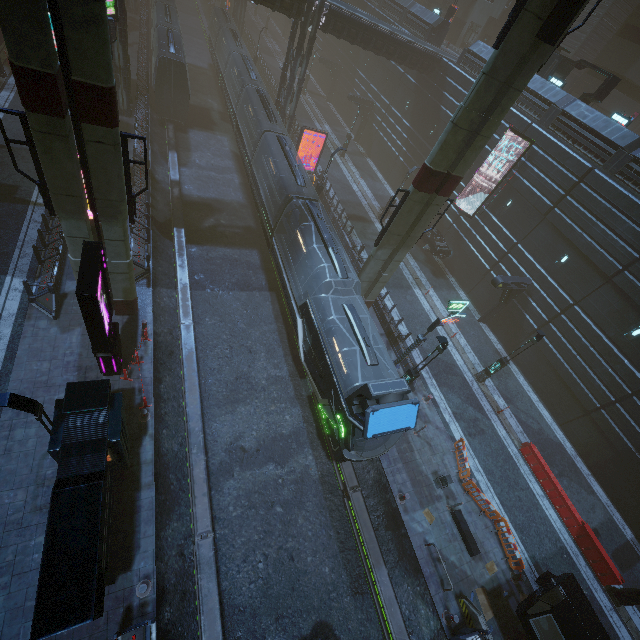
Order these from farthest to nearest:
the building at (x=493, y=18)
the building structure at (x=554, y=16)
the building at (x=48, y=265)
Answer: the building at (x=493, y=18) → the building at (x=48, y=265) → the building structure at (x=554, y=16)

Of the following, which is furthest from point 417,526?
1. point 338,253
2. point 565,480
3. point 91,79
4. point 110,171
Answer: point 91,79

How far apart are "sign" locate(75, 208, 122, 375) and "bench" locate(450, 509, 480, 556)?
16.5m

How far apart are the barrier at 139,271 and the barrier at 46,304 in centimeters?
292cm

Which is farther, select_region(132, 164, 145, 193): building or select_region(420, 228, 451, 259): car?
select_region(420, 228, 451, 259): car

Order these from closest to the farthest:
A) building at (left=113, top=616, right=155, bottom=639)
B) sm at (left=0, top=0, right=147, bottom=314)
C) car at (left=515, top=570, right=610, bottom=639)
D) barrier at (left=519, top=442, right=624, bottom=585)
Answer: sm at (left=0, top=0, right=147, bottom=314)
building at (left=113, top=616, right=155, bottom=639)
car at (left=515, top=570, right=610, bottom=639)
barrier at (left=519, top=442, right=624, bottom=585)

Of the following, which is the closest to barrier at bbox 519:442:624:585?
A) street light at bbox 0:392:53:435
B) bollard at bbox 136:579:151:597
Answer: bollard at bbox 136:579:151:597

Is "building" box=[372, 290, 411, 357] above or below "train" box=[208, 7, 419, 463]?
below
